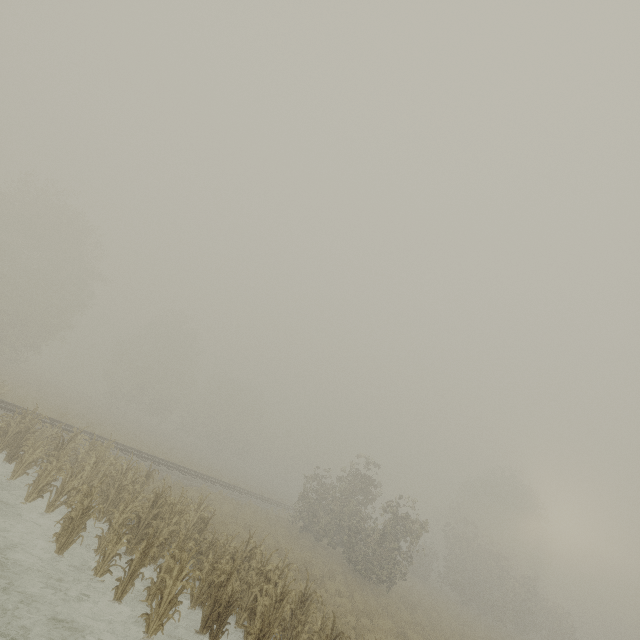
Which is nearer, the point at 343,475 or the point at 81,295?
the point at 343,475
